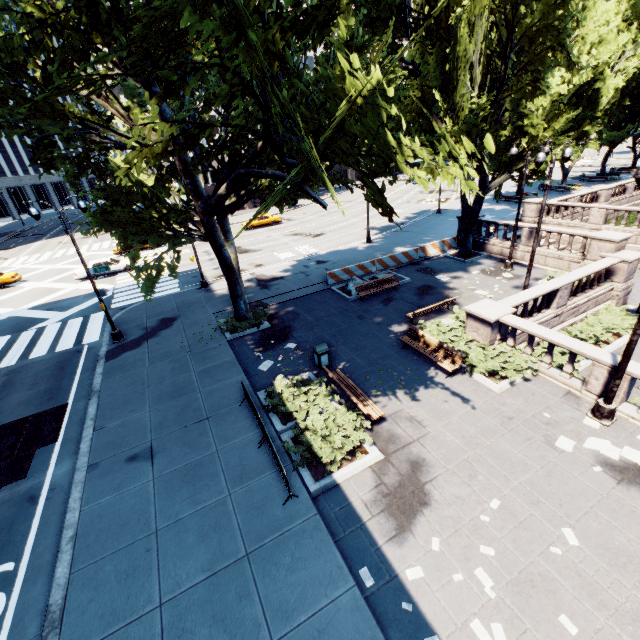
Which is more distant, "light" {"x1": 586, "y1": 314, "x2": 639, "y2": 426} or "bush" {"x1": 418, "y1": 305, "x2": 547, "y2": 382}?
"bush" {"x1": 418, "y1": 305, "x2": 547, "y2": 382}

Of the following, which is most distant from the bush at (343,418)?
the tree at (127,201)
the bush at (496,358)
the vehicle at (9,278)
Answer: the vehicle at (9,278)

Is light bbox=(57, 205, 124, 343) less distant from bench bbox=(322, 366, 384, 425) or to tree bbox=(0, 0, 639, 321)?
tree bbox=(0, 0, 639, 321)

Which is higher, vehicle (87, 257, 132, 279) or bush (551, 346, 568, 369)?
vehicle (87, 257, 132, 279)

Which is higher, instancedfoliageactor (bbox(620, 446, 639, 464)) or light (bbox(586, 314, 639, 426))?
→ light (bbox(586, 314, 639, 426))

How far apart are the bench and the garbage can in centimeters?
91cm

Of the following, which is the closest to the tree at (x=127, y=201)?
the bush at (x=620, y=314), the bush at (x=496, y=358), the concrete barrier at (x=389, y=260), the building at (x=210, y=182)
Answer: the building at (x=210, y=182)

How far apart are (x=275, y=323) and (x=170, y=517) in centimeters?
1076cm
